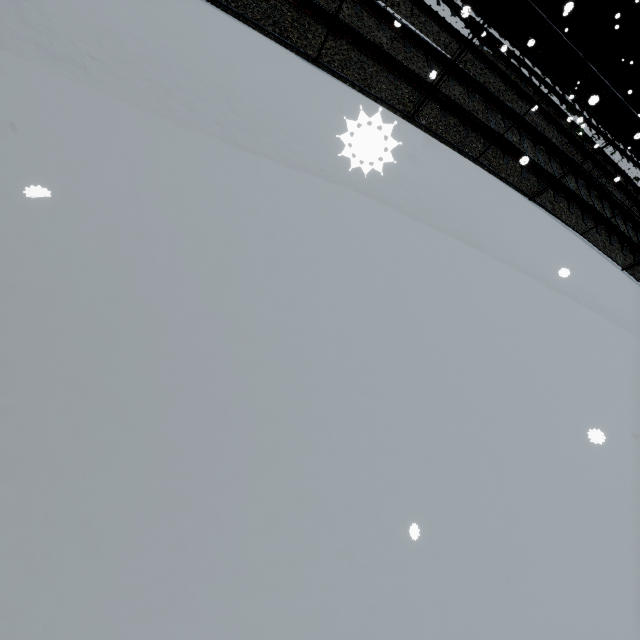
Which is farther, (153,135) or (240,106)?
(240,106)
